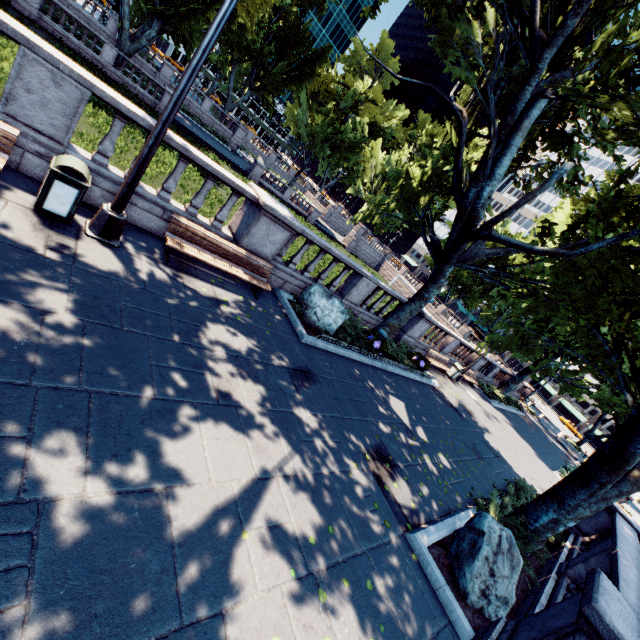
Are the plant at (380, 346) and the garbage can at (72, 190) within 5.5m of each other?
no

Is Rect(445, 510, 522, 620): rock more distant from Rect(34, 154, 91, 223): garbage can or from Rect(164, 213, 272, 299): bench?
Rect(34, 154, 91, 223): garbage can

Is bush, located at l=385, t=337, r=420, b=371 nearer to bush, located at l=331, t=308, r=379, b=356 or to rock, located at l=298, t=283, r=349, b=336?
bush, located at l=331, t=308, r=379, b=356

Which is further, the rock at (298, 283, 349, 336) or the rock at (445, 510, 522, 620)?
the rock at (298, 283, 349, 336)

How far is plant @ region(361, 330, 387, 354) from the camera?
11.7m

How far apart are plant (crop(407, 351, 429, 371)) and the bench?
8.44m

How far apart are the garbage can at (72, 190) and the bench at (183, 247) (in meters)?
1.58

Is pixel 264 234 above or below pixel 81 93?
below
